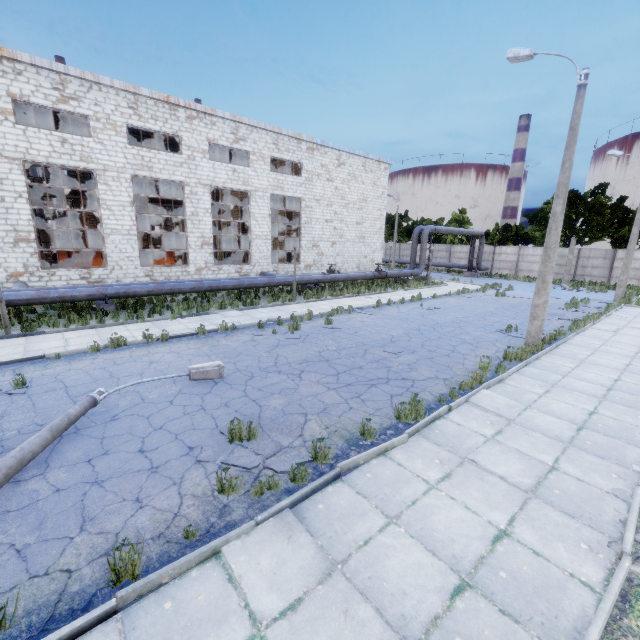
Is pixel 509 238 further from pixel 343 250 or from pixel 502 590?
pixel 502 590

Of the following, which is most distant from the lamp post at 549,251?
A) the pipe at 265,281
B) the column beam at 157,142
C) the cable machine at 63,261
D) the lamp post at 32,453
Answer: the cable machine at 63,261

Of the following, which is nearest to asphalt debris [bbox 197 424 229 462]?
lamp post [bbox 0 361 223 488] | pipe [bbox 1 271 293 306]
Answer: lamp post [bbox 0 361 223 488]

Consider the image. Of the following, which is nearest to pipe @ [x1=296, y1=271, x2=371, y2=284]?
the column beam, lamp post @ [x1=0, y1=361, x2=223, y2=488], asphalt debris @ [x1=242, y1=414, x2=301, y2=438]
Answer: the column beam

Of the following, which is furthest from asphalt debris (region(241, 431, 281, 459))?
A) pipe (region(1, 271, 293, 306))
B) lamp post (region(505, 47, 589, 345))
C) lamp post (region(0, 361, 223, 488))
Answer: pipe (region(1, 271, 293, 306))

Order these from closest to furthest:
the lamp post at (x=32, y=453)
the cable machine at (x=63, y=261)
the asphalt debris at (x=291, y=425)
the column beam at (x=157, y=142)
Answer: the lamp post at (x=32, y=453), the asphalt debris at (x=291, y=425), the cable machine at (x=63, y=261), the column beam at (x=157, y=142)

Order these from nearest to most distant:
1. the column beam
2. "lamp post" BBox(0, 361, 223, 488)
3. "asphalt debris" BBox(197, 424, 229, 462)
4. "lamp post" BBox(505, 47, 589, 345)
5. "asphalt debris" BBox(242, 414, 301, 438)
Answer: "lamp post" BBox(0, 361, 223, 488) → "asphalt debris" BBox(197, 424, 229, 462) → "asphalt debris" BBox(242, 414, 301, 438) → "lamp post" BBox(505, 47, 589, 345) → the column beam

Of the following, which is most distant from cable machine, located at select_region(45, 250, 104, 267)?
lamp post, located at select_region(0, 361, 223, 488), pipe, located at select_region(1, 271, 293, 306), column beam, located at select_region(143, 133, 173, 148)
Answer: lamp post, located at select_region(0, 361, 223, 488)
